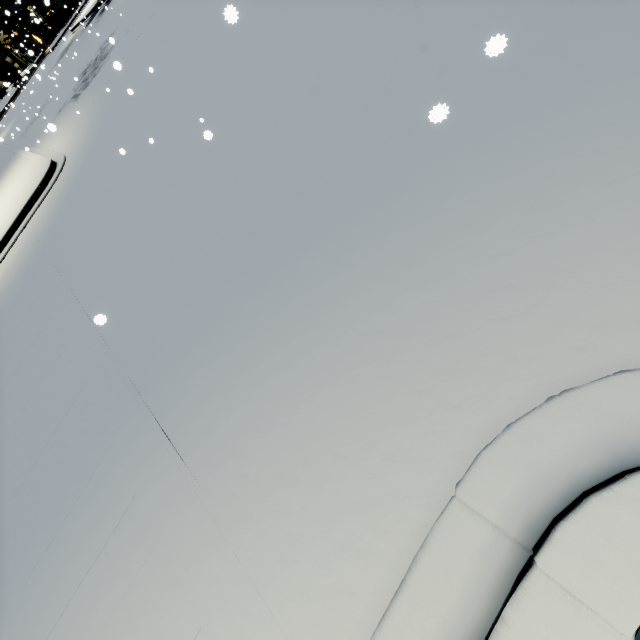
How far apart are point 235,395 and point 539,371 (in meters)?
2.39
